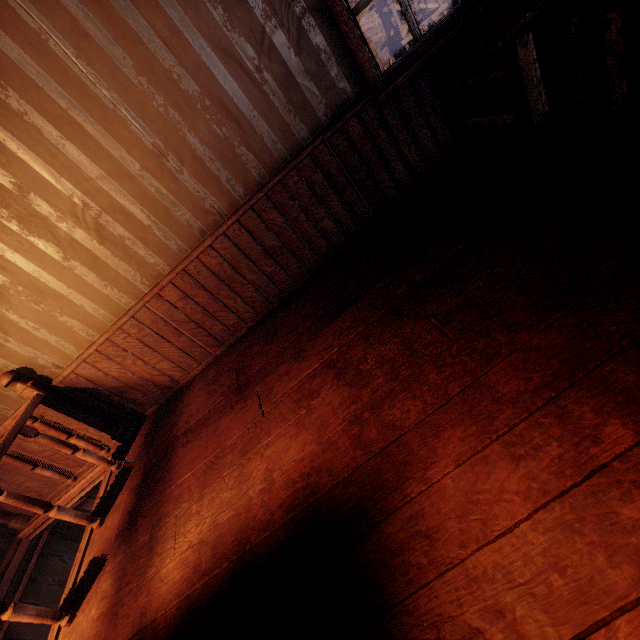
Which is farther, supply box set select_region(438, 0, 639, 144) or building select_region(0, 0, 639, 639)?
supply box set select_region(438, 0, 639, 144)

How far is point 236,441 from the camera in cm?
213

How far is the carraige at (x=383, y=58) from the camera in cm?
1780

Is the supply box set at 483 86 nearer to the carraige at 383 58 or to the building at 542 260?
the building at 542 260

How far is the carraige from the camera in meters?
17.8

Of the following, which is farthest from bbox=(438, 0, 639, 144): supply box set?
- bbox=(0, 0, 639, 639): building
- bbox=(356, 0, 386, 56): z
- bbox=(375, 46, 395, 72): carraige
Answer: bbox=(356, 0, 386, 56): z

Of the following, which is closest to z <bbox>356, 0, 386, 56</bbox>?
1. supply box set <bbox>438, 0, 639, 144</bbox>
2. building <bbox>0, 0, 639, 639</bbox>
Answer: building <bbox>0, 0, 639, 639</bbox>
